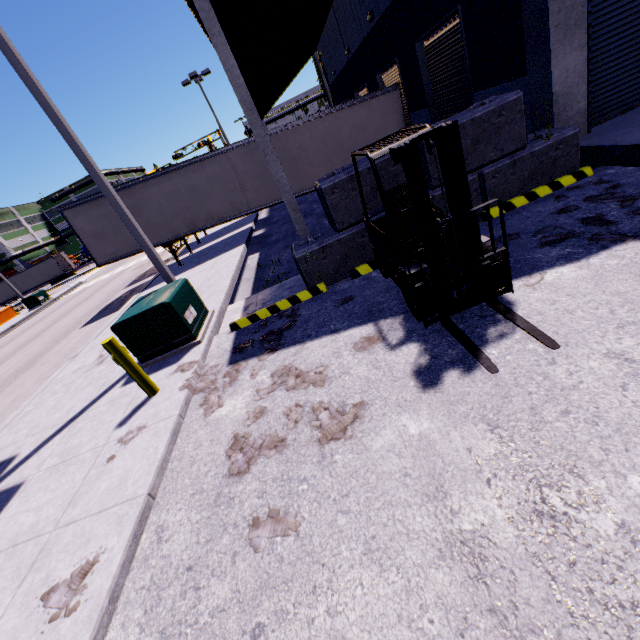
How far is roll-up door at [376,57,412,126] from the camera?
12.99m

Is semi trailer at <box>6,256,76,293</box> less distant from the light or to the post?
the light

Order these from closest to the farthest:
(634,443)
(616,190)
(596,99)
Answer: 1. (634,443)
2. (616,190)
3. (596,99)

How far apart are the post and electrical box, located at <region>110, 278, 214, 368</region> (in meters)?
1.00

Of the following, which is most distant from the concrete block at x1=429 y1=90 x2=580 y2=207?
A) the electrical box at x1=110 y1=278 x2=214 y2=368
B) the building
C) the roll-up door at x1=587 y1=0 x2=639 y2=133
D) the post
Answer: the post

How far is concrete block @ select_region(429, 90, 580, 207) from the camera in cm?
575

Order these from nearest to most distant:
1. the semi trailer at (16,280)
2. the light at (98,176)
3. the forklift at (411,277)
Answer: the forklift at (411,277)
the light at (98,176)
the semi trailer at (16,280)

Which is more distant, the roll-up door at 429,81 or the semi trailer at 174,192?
the semi trailer at 174,192
